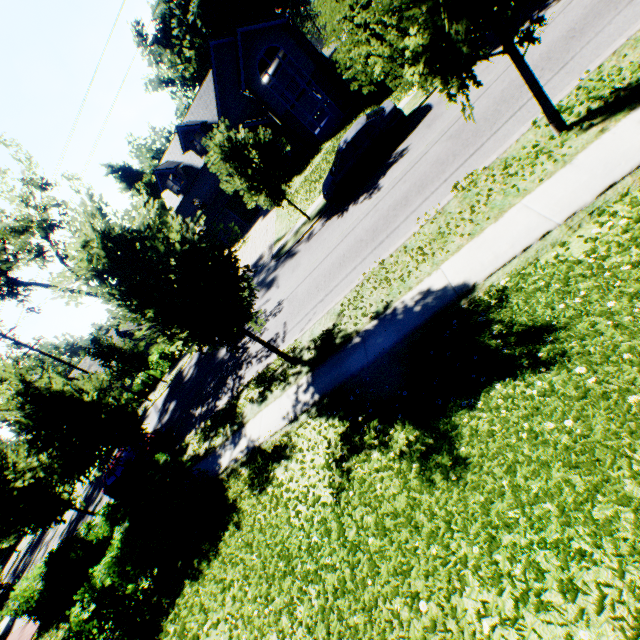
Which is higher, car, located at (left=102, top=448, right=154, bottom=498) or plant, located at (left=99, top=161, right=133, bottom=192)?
plant, located at (left=99, top=161, right=133, bottom=192)

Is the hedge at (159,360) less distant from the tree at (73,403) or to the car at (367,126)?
the tree at (73,403)

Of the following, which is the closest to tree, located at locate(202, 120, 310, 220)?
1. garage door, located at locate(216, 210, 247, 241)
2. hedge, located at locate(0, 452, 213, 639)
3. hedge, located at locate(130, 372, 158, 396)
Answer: hedge, located at locate(0, 452, 213, 639)

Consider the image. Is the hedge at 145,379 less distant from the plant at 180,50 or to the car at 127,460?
the car at 127,460

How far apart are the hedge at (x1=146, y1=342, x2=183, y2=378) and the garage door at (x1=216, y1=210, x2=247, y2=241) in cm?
1364

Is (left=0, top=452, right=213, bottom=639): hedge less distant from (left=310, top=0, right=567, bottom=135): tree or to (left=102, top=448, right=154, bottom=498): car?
(left=310, top=0, right=567, bottom=135): tree

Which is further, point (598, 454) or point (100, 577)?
point (100, 577)

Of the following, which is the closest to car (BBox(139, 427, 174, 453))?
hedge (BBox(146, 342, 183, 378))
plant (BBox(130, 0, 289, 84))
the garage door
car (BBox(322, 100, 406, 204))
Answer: hedge (BBox(146, 342, 183, 378))
